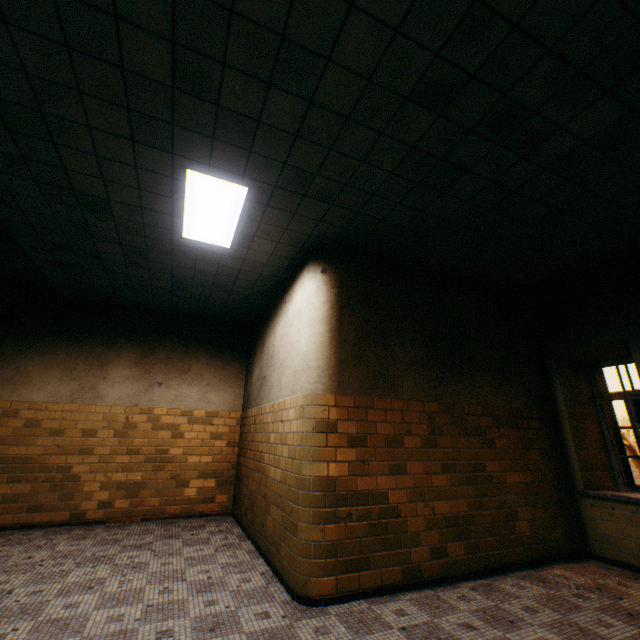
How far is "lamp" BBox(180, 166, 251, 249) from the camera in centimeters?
333cm

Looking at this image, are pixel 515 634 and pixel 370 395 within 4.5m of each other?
yes

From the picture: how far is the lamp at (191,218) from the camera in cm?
333
